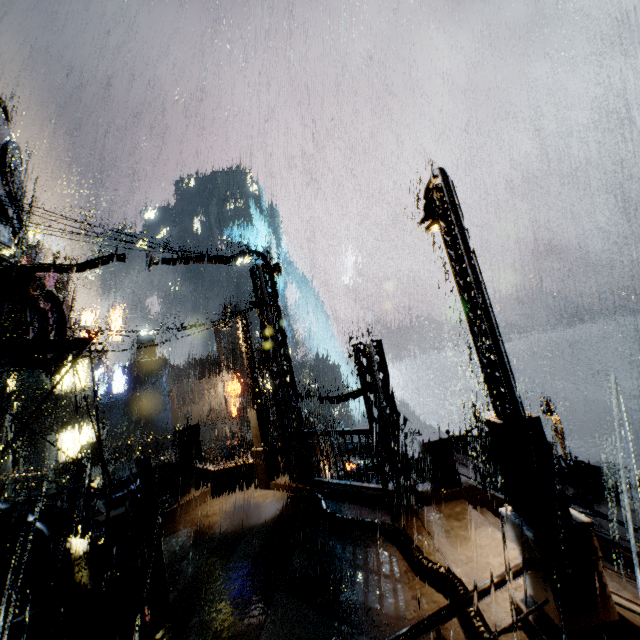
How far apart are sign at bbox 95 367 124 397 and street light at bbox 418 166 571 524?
37.4m

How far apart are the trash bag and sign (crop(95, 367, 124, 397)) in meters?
38.3 m

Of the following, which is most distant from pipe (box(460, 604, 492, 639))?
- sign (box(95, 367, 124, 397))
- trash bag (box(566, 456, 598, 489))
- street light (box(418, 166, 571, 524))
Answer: sign (box(95, 367, 124, 397))

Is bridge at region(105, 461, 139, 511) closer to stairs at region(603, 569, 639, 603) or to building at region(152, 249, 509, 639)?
building at region(152, 249, 509, 639)

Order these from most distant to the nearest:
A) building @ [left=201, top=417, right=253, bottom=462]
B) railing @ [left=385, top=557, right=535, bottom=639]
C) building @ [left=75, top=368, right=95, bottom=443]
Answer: building @ [left=75, top=368, right=95, bottom=443], building @ [left=201, top=417, right=253, bottom=462], railing @ [left=385, top=557, right=535, bottom=639]

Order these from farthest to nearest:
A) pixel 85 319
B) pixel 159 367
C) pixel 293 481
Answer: pixel 159 367 → pixel 85 319 → pixel 293 481

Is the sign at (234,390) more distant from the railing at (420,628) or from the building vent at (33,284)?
the railing at (420,628)

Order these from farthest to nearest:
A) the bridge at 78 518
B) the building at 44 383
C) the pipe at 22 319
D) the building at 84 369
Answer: the building at 84 369 < the building at 44 383 < the bridge at 78 518 < the pipe at 22 319
